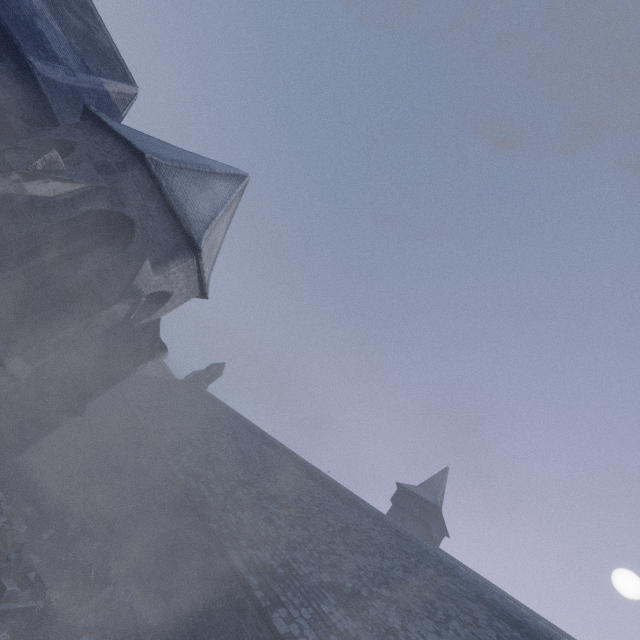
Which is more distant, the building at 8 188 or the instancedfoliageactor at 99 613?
the building at 8 188

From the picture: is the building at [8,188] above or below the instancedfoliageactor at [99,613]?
above

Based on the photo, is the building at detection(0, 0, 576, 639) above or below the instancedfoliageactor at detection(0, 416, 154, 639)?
above

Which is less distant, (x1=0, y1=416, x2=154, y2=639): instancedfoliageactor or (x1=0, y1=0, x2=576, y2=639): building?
(x1=0, y1=416, x2=154, y2=639): instancedfoliageactor

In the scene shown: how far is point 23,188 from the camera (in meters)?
7.10
